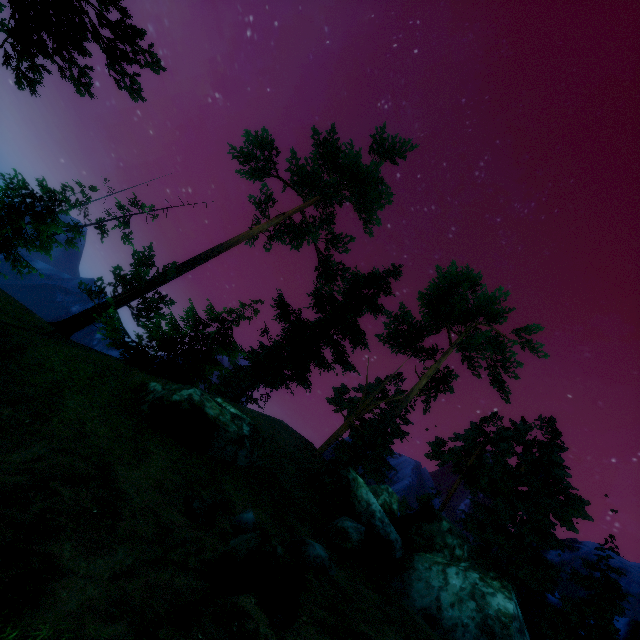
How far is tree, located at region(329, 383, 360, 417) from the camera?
37.5 meters

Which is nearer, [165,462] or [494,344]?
[165,462]

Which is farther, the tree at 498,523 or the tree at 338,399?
the tree at 338,399

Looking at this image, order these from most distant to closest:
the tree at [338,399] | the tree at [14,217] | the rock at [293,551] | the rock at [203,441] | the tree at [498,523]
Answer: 1. the tree at [338,399]
2. the tree at [498,523]
3. the tree at [14,217]
4. the rock at [203,441]
5. the rock at [293,551]

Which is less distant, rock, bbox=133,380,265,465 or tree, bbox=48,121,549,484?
rock, bbox=133,380,265,465

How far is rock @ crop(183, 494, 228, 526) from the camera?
7.2m

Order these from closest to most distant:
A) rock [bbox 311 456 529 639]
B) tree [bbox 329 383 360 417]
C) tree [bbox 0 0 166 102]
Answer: tree [bbox 0 0 166 102] → rock [bbox 311 456 529 639] → tree [bbox 329 383 360 417]

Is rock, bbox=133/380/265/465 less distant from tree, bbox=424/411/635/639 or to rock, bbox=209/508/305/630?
rock, bbox=209/508/305/630
